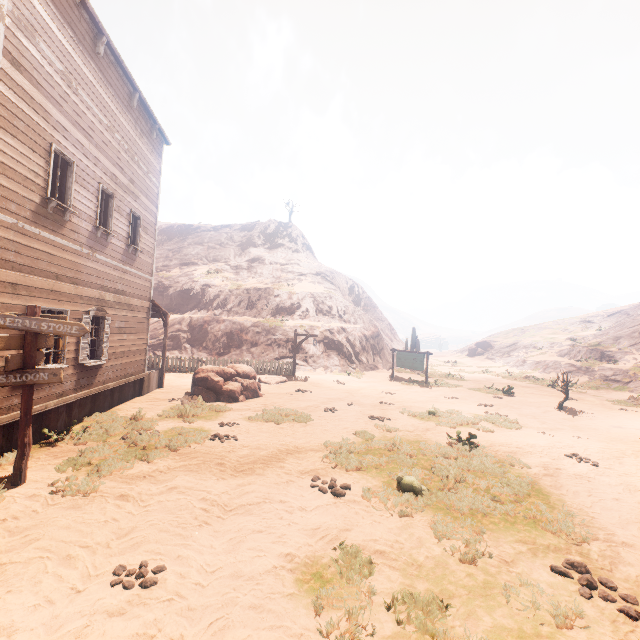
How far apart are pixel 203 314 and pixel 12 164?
23.0 meters

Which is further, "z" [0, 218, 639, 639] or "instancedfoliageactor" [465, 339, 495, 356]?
"instancedfoliageactor" [465, 339, 495, 356]

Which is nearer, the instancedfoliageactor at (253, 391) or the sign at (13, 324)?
the sign at (13, 324)

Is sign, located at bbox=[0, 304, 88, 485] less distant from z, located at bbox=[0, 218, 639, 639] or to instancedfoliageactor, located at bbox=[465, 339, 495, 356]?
z, located at bbox=[0, 218, 639, 639]

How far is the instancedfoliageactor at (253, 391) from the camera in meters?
13.1 m

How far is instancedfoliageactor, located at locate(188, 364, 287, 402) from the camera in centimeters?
1305cm

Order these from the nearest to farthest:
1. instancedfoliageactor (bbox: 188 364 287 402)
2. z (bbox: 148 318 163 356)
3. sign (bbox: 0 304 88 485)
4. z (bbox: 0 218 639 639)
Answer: z (bbox: 0 218 639 639) < sign (bbox: 0 304 88 485) < instancedfoliageactor (bbox: 188 364 287 402) < z (bbox: 148 318 163 356)

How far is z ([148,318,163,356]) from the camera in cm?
2206
